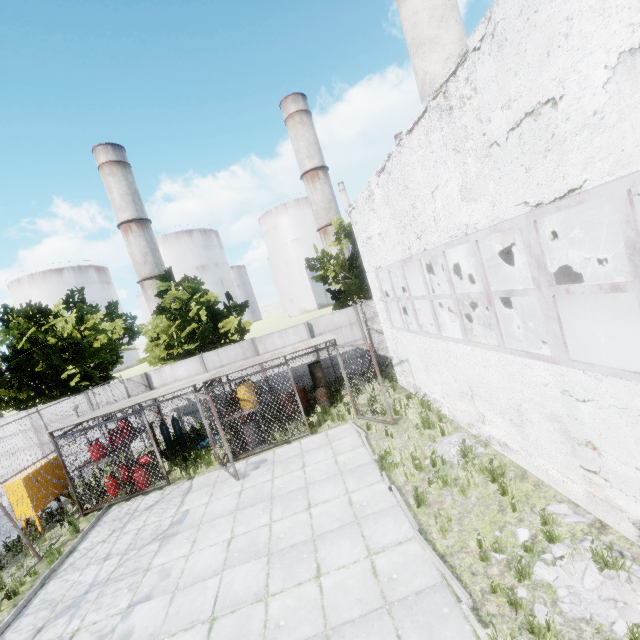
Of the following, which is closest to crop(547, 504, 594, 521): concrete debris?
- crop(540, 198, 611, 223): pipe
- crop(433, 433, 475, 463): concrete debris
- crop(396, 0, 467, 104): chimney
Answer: crop(433, 433, 475, 463): concrete debris

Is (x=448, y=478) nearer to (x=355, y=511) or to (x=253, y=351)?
(x=355, y=511)

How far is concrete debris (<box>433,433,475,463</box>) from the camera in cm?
Result: 811

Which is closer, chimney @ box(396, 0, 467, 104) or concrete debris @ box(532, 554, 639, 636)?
concrete debris @ box(532, 554, 639, 636)

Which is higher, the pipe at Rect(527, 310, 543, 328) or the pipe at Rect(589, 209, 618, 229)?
the pipe at Rect(589, 209, 618, 229)

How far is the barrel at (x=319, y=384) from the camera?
14.1m

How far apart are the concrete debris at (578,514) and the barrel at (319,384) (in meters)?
9.14

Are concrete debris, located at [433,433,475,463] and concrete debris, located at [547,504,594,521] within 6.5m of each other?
yes
